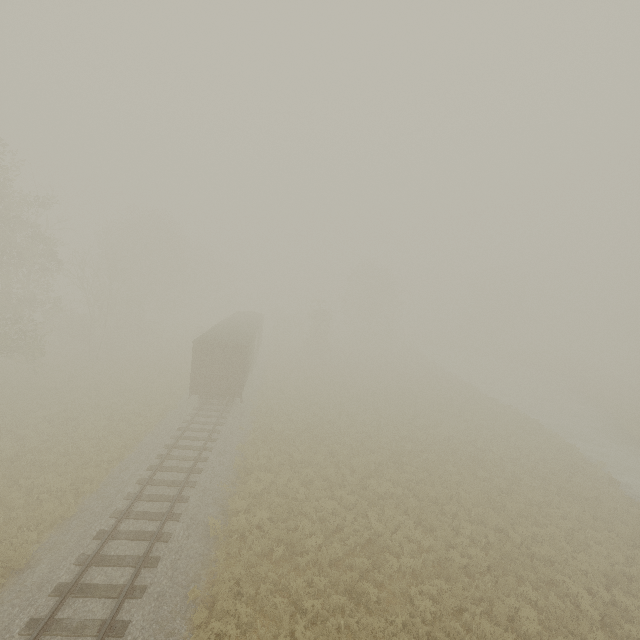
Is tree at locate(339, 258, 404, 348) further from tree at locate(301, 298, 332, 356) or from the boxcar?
the boxcar

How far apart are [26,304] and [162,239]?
22.4 meters

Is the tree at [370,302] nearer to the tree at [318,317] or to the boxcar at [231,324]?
the tree at [318,317]

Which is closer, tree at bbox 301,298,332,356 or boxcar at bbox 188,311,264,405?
boxcar at bbox 188,311,264,405

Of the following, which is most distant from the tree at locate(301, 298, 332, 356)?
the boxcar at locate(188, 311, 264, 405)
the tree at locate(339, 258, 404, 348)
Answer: the tree at locate(339, 258, 404, 348)
